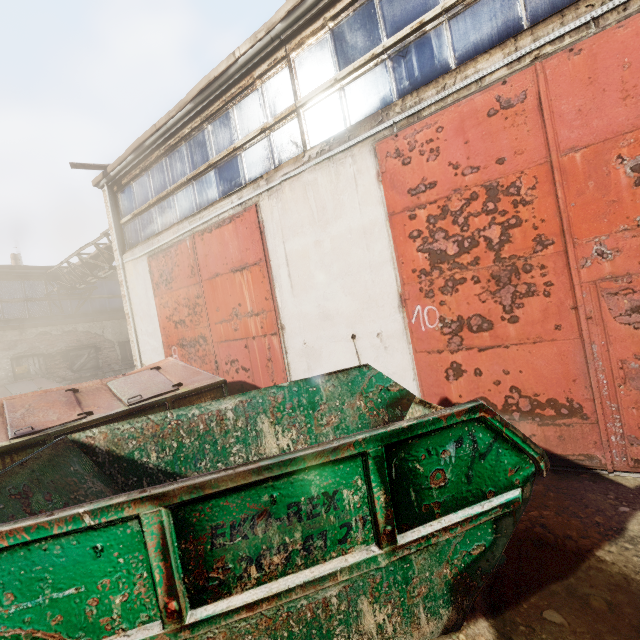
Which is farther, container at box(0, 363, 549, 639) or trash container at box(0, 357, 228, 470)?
trash container at box(0, 357, 228, 470)

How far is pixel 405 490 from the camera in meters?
1.8 m

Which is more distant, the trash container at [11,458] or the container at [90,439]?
the trash container at [11,458]
